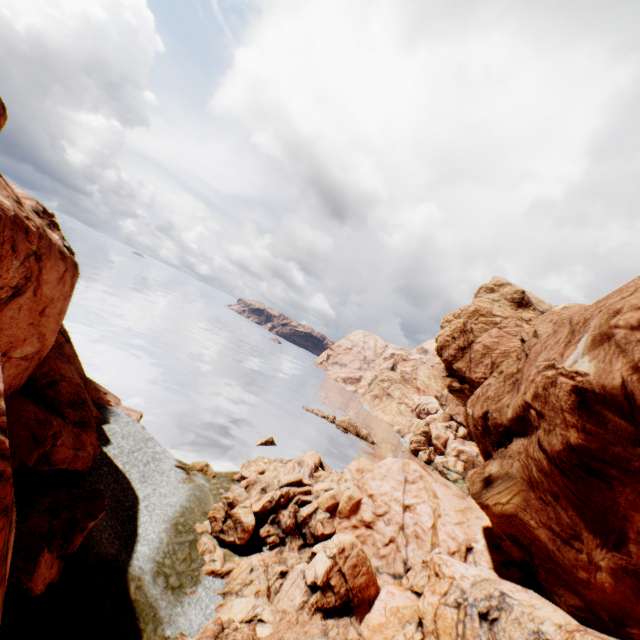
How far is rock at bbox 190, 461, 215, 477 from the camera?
29.6 meters

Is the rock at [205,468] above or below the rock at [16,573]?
below

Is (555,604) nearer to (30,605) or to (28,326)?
(30,605)

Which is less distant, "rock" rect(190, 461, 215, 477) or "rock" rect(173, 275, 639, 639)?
"rock" rect(173, 275, 639, 639)

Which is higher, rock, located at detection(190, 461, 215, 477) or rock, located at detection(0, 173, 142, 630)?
rock, located at detection(0, 173, 142, 630)

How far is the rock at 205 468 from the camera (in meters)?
29.56
